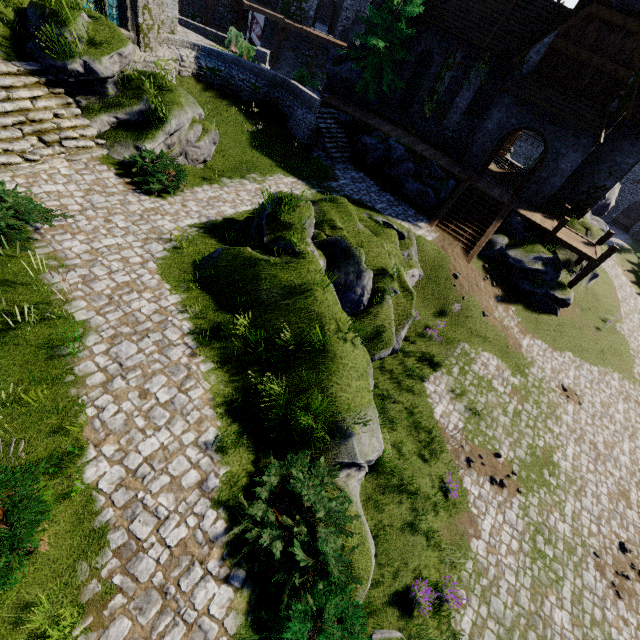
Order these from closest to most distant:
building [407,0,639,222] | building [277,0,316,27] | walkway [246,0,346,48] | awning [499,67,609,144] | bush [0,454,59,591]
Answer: bush [0,454,59,591]
building [407,0,639,222]
awning [499,67,609,144]
walkway [246,0,346,48]
building [277,0,316,27]

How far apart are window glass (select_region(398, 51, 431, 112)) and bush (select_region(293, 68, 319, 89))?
7.3 meters

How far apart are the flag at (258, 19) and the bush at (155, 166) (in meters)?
30.58

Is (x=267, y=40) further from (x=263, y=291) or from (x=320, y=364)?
(x=320, y=364)

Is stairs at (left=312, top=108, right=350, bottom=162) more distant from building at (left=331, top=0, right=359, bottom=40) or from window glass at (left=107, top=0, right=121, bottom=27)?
building at (left=331, top=0, right=359, bottom=40)

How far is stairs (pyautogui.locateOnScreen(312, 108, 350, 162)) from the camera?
20.73m

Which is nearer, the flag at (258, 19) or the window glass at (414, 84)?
the window glass at (414, 84)

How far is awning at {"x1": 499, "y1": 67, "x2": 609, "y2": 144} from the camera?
17.6m
